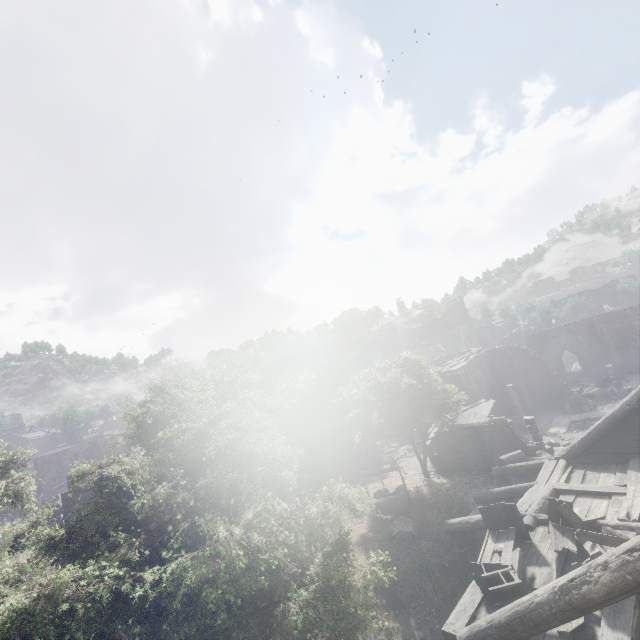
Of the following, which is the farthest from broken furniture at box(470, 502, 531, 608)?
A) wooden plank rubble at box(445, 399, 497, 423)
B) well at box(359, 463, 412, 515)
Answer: wooden plank rubble at box(445, 399, 497, 423)

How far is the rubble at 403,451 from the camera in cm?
2839

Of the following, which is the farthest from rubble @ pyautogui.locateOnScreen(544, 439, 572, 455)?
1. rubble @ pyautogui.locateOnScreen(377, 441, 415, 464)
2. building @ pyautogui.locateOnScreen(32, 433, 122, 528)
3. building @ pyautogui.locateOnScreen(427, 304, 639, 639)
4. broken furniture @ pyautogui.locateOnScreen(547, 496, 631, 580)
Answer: building @ pyautogui.locateOnScreen(32, 433, 122, 528)

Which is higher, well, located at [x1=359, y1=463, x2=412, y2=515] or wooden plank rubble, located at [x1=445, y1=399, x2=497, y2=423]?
wooden plank rubble, located at [x1=445, y1=399, x2=497, y2=423]

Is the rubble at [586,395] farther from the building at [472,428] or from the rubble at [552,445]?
the rubble at [552,445]

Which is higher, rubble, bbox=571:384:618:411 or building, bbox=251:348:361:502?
building, bbox=251:348:361:502

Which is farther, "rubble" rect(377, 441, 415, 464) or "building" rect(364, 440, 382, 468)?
"rubble" rect(377, 441, 415, 464)

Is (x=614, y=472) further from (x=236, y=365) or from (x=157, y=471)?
(x=236, y=365)
